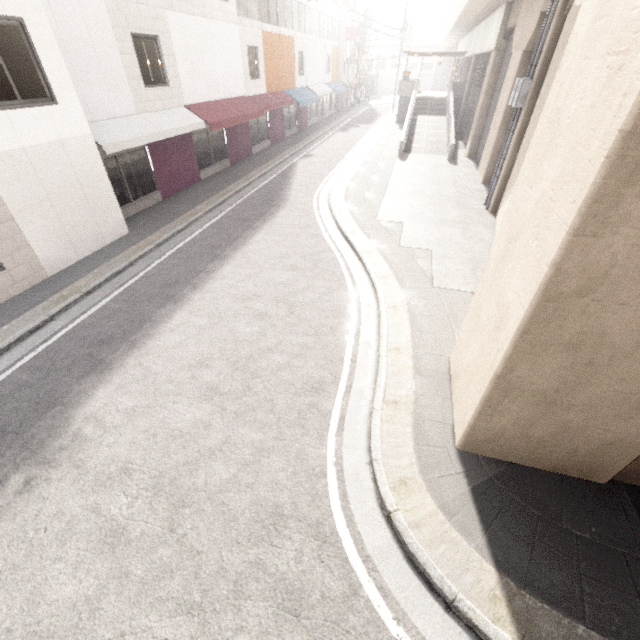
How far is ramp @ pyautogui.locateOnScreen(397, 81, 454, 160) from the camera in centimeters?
2065cm

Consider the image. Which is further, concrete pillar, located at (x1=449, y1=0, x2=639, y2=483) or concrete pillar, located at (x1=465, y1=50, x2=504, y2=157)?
concrete pillar, located at (x1=465, y1=50, x2=504, y2=157)

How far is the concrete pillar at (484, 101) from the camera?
17.2 meters

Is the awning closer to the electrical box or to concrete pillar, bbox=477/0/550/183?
concrete pillar, bbox=477/0/550/183

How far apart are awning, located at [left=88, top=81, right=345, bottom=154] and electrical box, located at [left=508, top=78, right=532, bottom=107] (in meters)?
11.72

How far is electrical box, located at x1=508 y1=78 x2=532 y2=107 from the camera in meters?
10.2

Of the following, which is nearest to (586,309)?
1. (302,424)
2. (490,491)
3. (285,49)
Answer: (490,491)

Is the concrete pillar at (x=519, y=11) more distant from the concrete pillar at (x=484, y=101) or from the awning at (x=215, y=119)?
the awning at (x=215, y=119)
